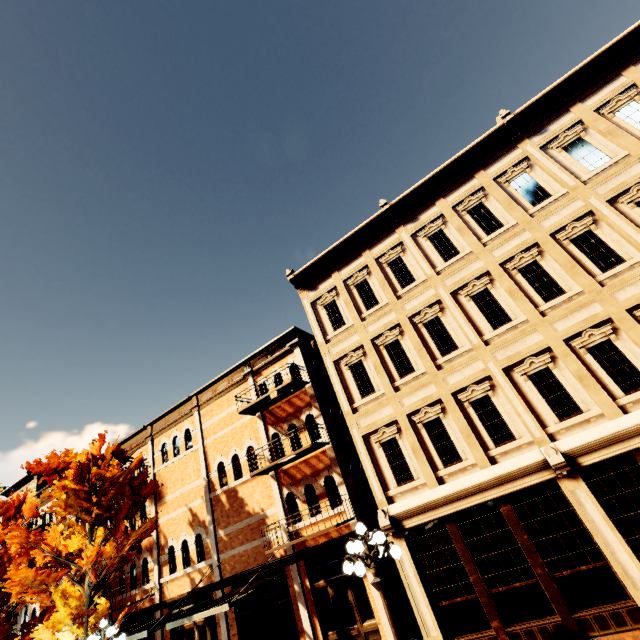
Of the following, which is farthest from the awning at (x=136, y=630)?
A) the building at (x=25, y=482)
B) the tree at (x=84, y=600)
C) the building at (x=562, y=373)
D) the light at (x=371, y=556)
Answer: the light at (x=371, y=556)

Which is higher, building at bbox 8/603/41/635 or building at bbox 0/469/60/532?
building at bbox 0/469/60/532

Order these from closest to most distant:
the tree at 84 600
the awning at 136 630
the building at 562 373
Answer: the building at 562 373, the awning at 136 630, the tree at 84 600

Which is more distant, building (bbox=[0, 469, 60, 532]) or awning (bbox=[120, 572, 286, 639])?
building (bbox=[0, 469, 60, 532])

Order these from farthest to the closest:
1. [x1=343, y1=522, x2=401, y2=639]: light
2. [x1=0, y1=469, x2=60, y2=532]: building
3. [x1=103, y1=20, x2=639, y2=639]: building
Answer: [x1=0, y1=469, x2=60, y2=532]: building, [x1=103, y1=20, x2=639, y2=639]: building, [x1=343, y1=522, x2=401, y2=639]: light

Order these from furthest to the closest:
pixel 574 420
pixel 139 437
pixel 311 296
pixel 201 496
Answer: pixel 139 437
pixel 201 496
pixel 311 296
pixel 574 420

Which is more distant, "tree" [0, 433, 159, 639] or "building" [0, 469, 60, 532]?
"building" [0, 469, 60, 532]

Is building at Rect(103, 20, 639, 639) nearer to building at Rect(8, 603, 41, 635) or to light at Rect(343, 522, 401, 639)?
building at Rect(8, 603, 41, 635)
